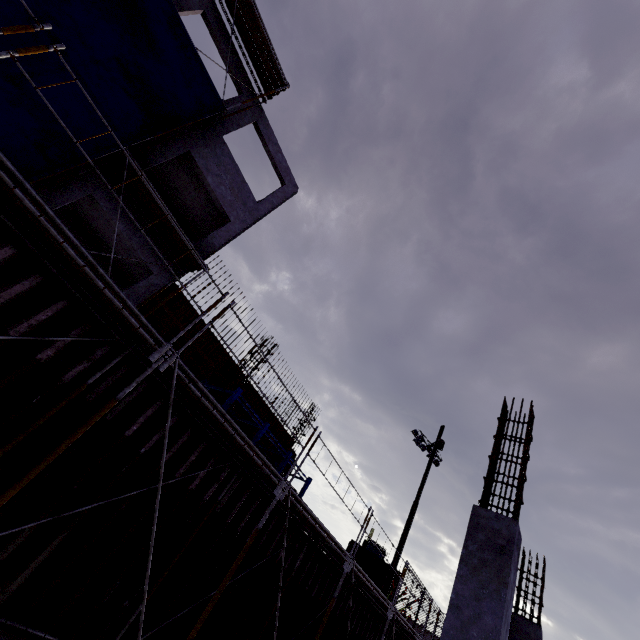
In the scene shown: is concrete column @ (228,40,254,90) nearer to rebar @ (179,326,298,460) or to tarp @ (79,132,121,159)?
rebar @ (179,326,298,460)

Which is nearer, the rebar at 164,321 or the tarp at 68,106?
the tarp at 68,106

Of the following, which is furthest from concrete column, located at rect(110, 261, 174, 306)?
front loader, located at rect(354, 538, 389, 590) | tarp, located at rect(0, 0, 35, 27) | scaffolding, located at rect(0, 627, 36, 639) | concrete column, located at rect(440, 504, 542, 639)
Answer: front loader, located at rect(354, 538, 389, 590)

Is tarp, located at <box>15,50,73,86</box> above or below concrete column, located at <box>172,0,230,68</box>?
below

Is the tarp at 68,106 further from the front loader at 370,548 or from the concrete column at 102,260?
the front loader at 370,548

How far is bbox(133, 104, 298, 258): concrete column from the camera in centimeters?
1187cm

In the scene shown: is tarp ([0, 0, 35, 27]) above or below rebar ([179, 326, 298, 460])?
above

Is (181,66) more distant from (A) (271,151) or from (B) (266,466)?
(B) (266,466)
